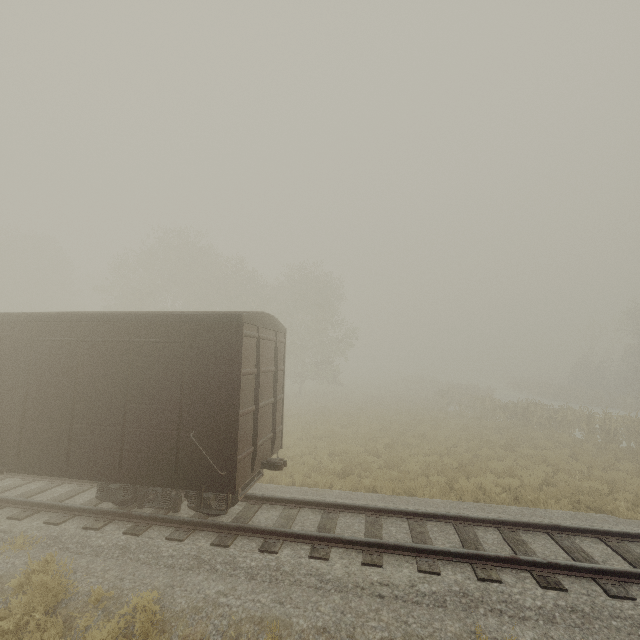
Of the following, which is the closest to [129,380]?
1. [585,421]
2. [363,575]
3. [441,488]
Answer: [363,575]

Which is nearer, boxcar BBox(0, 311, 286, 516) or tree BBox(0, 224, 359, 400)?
boxcar BBox(0, 311, 286, 516)

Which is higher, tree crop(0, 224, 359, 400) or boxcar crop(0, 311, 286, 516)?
tree crop(0, 224, 359, 400)

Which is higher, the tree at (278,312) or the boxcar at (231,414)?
the tree at (278,312)

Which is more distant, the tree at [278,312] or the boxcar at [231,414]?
the tree at [278,312]
